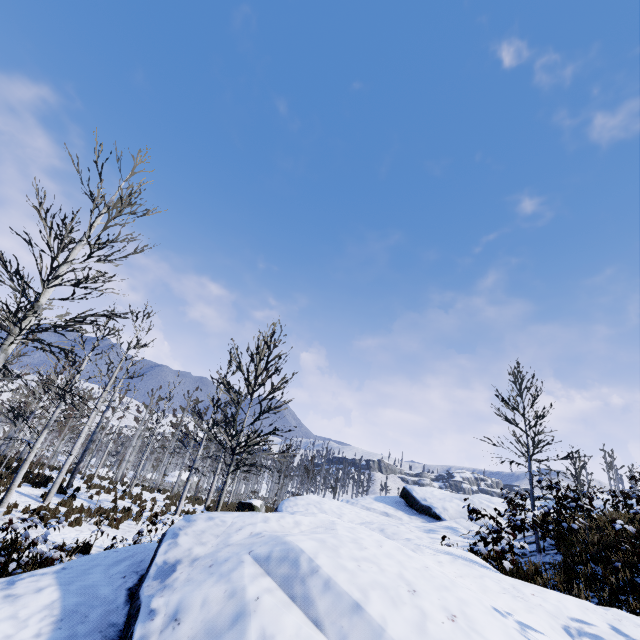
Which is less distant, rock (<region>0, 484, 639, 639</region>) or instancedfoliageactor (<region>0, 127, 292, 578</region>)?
rock (<region>0, 484, 639, 639</region>)

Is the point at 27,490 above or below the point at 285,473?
below

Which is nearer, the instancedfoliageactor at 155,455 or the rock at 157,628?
the rock at 157,628
